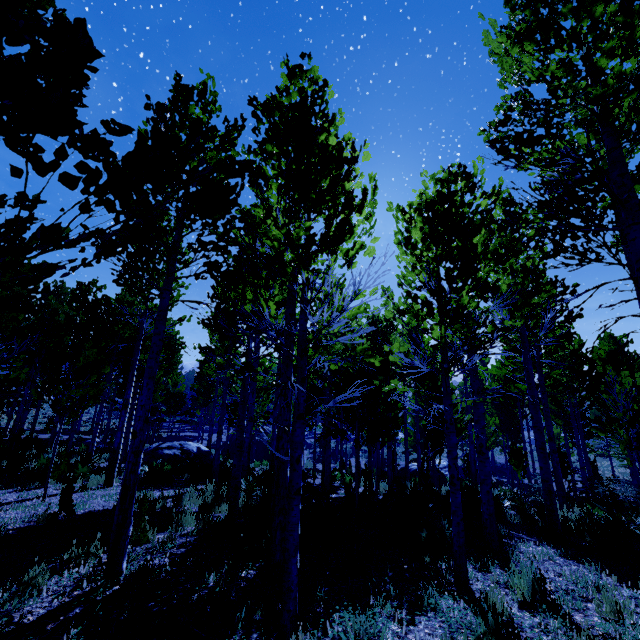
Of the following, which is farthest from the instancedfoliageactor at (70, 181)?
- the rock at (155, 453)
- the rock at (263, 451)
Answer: the rock at (263, 451)

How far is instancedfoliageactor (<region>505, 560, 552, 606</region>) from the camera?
4.0 meters

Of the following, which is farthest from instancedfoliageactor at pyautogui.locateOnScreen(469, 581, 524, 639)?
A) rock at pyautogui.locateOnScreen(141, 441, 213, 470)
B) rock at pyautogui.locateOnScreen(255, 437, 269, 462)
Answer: rock at pyautogui.locateOnScreen(255, 437, 269, 462)

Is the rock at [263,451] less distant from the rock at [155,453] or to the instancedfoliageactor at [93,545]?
the instancedfoliageactor at [93,545]

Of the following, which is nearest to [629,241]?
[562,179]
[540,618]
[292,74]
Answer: [562,179]

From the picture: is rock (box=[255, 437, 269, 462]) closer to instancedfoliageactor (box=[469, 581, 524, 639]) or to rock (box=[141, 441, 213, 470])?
instancedfoliageactor (box=[469, 581, 524, 639])

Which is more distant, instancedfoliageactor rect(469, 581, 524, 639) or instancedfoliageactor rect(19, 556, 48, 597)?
instancedfoliageactor rect(19, 556, 48, 597)
